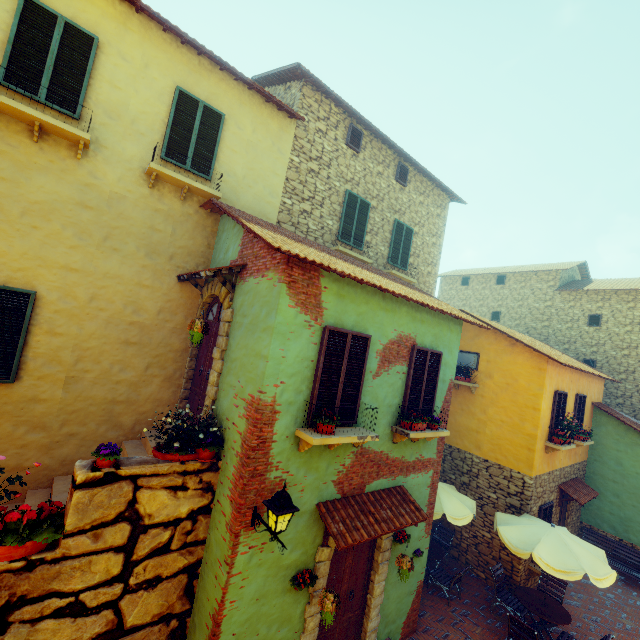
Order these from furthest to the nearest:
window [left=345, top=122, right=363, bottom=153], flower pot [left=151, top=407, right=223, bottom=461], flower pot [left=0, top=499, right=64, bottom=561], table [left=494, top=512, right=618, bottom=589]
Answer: window [left=345, top=122, right=363, bottom=153] < table [left=494, top=512, right=618, bottom=589] < flower pot [left=151, top=407, right=223, bottom=461] < flower pot [left=0, top=499, right=64, bottom=561]

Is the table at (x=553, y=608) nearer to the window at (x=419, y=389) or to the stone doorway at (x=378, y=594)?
the window at (x=419, y=389)

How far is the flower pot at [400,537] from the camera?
6.84m

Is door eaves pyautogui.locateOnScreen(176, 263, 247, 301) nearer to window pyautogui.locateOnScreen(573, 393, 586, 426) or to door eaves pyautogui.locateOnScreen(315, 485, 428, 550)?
window pyautogui.locateOnScreen(573, 393, 586, 426)

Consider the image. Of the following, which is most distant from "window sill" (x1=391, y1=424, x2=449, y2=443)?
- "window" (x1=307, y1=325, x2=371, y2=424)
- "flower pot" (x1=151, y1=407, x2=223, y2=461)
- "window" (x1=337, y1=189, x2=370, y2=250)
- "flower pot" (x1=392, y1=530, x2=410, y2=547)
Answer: "window" (x1=337, y1=189, x2=370, y2=250)

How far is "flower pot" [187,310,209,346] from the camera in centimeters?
557cm

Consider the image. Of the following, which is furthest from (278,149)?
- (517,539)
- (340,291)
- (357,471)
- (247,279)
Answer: (517,539)

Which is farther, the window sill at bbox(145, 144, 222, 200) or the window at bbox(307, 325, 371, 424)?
the window sill at bbox(145, 144, 222, 200)
